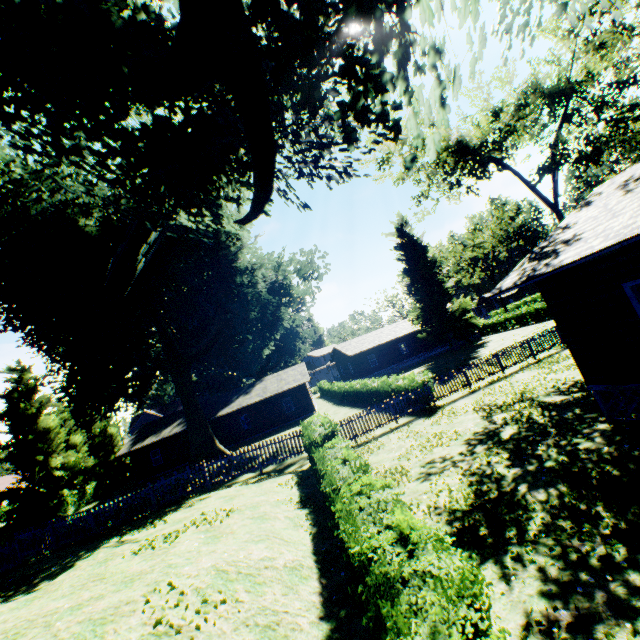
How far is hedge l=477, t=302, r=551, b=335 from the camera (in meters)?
38.03

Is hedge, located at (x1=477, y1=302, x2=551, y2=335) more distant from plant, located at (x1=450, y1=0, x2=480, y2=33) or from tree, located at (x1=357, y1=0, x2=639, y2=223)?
tree, located at (x1=357, y1=0, x2=639, y2=223)

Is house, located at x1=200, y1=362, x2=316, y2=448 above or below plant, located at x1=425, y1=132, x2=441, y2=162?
below

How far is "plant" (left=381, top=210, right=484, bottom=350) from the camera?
41.66m

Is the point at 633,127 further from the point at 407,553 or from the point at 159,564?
the point at 159,564

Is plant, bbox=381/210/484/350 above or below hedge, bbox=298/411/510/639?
above

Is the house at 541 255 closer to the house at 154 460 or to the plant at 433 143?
the plant at 433 143

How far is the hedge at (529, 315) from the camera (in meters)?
38.03
